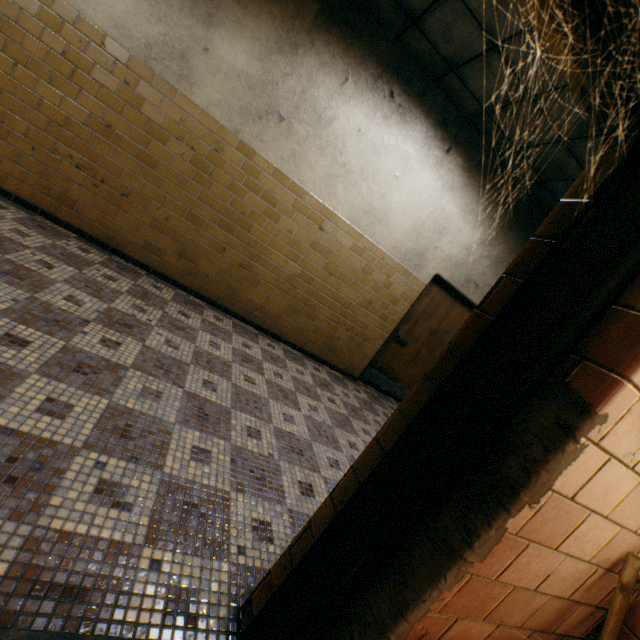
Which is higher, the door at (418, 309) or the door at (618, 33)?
the door at (618, 33)

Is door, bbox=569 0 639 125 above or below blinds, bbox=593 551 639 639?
above

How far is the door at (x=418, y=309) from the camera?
5.4 meters

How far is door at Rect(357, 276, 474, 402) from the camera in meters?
5.4

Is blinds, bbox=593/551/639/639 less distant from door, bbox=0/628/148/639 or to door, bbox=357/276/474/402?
door, bbox=0/628/148/639

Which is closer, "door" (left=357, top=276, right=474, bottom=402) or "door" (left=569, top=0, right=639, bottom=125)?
"door" (left=569, top=0, right=639, bottom=125)

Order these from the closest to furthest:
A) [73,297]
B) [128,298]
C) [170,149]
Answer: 1. [73,297]
2. [128,298]
3. [170,149]
